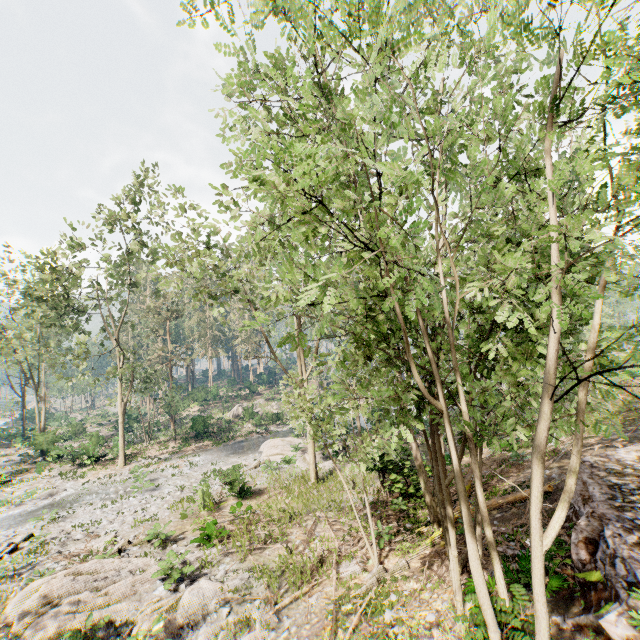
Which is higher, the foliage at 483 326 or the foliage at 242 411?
the foliage at 483 326

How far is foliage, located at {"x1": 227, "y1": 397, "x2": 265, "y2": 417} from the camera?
38.78m

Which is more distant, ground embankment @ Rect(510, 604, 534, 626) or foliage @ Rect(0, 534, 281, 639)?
foliage @ Rect(0, 534, 281, 639)

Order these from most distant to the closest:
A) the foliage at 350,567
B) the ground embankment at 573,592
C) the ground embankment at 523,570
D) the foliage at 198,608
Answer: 1. the foliage at 350,567
2. the foliage at 198,608
3. the ground embankment at 523,570
4. the ground embankment at 573,592

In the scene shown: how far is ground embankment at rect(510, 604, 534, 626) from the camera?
3.77m

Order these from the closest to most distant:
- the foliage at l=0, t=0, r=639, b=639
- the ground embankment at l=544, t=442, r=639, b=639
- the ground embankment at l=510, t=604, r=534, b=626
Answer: the foliage at l=0, t=0, r=639, b=639, the ground embankment at l=510, t=604, r=534, b=626, the ground embankment at l=544, t=442, r=639, b=639

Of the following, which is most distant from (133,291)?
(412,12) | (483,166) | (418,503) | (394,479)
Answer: (412,12)

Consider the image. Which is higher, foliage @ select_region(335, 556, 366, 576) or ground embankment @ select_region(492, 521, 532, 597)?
ground embankment @ select_region(492, 521, 532, 597)
